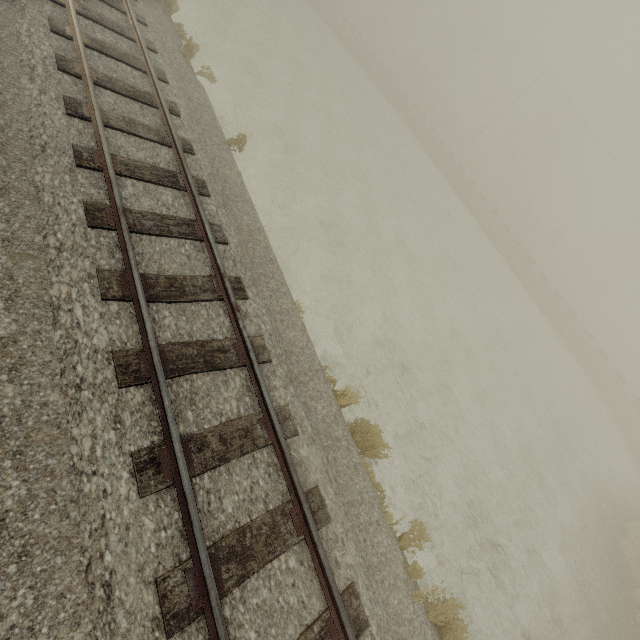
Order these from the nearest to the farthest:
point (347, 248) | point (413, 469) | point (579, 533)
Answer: point (413, 469)
point (579, 533)
point (347, 248)
